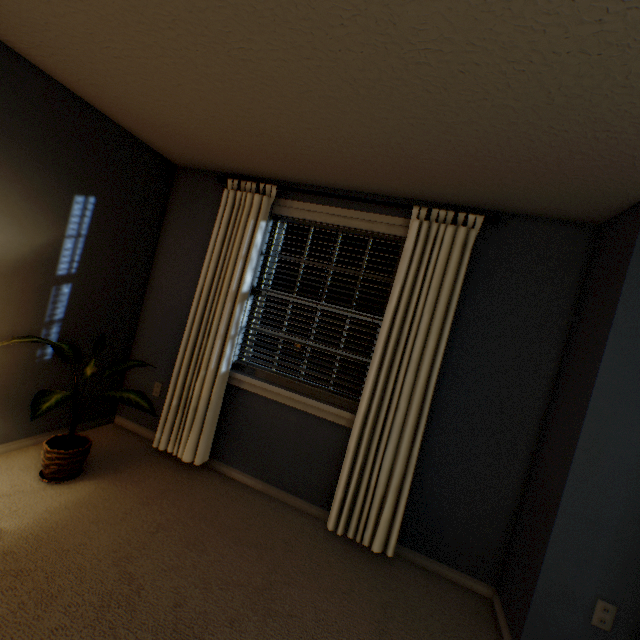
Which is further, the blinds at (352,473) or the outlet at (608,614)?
the blinds at (352,473)

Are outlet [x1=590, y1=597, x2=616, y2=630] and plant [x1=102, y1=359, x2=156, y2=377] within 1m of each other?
no

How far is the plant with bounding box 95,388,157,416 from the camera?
2.0m

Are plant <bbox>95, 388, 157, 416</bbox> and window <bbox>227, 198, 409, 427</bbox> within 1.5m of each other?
yes

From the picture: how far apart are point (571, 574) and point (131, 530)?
2.4m

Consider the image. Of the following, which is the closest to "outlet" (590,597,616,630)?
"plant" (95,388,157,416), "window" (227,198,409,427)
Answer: "window" (227,198,409,427)

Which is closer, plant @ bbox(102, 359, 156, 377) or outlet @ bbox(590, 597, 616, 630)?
outlet @ bbox(590, 597, 616, 630)

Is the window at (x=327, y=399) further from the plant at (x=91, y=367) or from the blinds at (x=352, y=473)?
the plant at (x=91, y=367)
